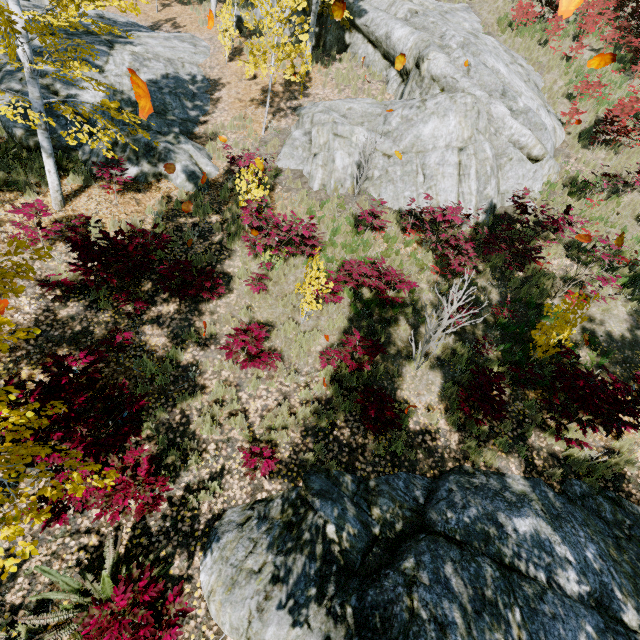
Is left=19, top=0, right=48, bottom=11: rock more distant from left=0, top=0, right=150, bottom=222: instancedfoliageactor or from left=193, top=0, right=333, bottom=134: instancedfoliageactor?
left=0, top=0, right=150, bottom=222: instancedfoliageactor

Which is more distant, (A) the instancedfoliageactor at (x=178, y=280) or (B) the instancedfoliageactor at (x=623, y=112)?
(B) the instancedfoliageactor at (x=623, y=112)

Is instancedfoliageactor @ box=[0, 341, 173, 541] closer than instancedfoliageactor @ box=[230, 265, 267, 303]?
Yes

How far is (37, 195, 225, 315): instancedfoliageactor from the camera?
6.2 meters

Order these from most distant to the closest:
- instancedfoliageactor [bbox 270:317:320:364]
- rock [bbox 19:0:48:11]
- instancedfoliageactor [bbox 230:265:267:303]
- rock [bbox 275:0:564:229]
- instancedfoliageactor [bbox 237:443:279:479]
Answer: rock [bbox 19:0:48:11] → rock [bbox 275:0:564:229] → instancedfoliageactor [bbox 230:265:267:303] → instancedfoliageactor [bbox 270:317:320:364] → instancedfoliageactor [bbox 237:443:279:479]

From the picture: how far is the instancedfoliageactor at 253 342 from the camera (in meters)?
6.12

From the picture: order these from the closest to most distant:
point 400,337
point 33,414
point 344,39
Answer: point 33,414 → point 400,337 → point 344,39
